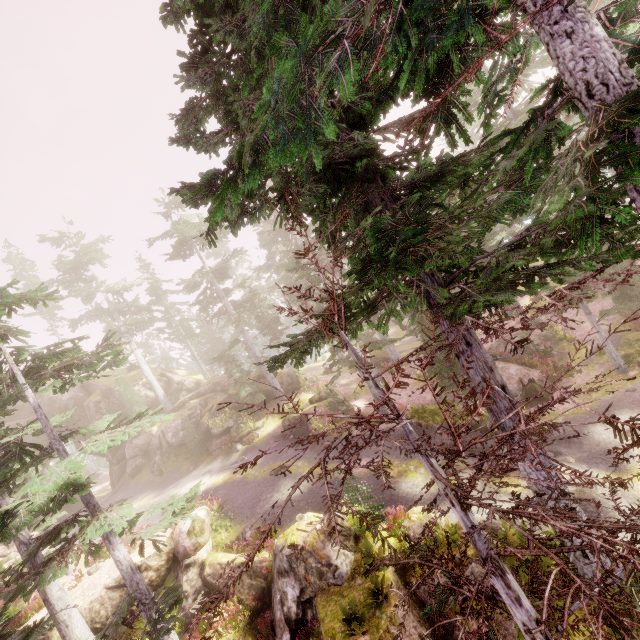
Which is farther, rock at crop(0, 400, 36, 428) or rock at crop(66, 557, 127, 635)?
rock at crop(0, 400, 36, 428)

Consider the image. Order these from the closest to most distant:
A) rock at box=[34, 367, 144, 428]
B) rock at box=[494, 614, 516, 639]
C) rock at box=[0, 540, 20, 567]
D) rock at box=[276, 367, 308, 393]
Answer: rock at box=[494, 614, 516, 639] → rock at box=[0, 540, 20, 567] → rock at box=[276, 367, 308, 393] → rock at box=[34, 367, 144, 428]

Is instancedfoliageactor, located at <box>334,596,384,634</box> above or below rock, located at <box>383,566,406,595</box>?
above

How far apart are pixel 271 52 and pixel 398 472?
15.55m

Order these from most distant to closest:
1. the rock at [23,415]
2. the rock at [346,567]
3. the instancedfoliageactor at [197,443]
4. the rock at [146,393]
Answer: the rock at [146,393] → the rock at [23,415] → the instancedfoliageactor at [197,443] → the rock at [346,567]

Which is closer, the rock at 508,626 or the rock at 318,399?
the rock at 508,626

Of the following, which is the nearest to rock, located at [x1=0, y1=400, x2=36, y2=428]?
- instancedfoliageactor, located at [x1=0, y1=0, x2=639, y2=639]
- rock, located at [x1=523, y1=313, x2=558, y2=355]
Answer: instancedfoliageactor, located at [x1=0, y1=0, x2=639, y2=639]

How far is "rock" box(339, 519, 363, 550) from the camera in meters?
10.8
